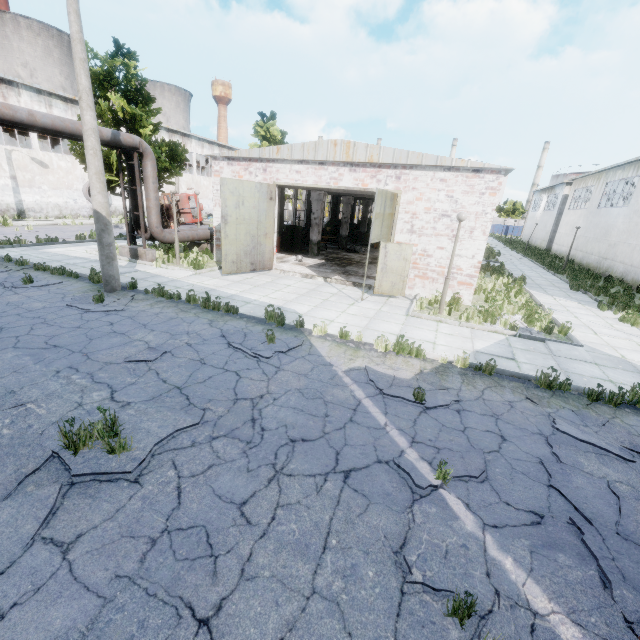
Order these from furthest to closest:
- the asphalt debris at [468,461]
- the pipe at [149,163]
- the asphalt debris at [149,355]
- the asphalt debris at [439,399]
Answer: the pipe at [149,163], the asphalt debris at [149,355], the asphalt debris at [439,399], the asphalt debris at [468,461]

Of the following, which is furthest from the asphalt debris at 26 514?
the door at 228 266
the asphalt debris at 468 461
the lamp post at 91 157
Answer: the door at 228 266

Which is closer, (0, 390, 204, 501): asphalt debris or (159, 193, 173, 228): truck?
(0, 390, 204, 501): asphalt debris

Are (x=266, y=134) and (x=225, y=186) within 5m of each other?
no

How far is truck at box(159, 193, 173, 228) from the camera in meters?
26.7

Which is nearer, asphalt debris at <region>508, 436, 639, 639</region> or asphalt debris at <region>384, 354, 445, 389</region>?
asphalt debris at <region>508, 436, 639, 639</region>

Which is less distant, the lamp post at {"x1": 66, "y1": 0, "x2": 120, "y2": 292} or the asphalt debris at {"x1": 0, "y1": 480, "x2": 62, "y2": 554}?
the asphalt debris at {"x1": 0, "y1": 480, "x2": 62, "y2": 554}

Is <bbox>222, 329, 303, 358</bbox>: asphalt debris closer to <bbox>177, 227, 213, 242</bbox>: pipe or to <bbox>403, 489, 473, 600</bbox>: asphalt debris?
<bbox>403, 489, 473, 600</bbox>: asphalt debris
